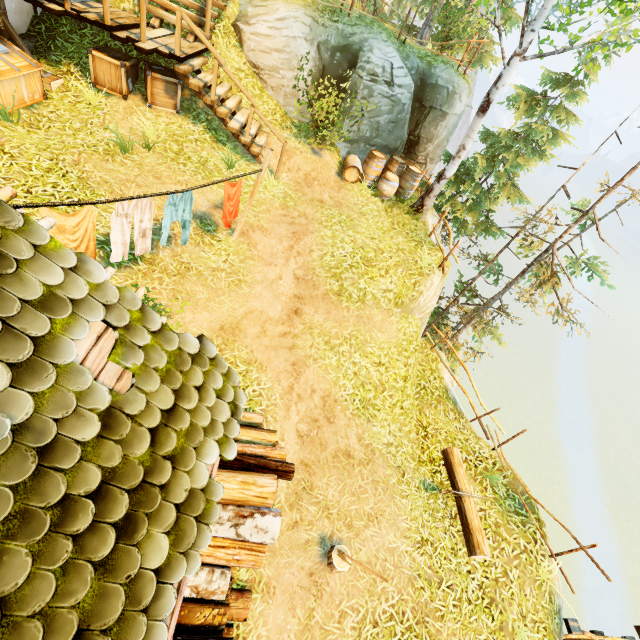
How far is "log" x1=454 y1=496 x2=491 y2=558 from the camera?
6.21m

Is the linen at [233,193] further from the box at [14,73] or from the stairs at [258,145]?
the box at [14,73]

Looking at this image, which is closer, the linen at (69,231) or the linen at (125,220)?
the linen at (69,231)

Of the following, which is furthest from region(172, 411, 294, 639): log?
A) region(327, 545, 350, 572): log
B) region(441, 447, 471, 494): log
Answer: region(441, 447, 471, 494): log

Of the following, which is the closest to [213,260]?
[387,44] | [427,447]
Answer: [427,447]

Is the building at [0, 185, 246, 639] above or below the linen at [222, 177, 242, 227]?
above

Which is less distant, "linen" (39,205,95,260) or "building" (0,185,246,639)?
"building" (0,185,246,639)

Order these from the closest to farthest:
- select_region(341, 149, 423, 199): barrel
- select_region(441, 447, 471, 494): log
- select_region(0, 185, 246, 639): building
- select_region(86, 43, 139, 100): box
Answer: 1. select_region(0, 185, 246, 639): building
2. select_region(441, 447, 471, 494): log
3. select_region(86, 43, 139, 100): box
4. select_region(341, 149, 423, 199): barrel
